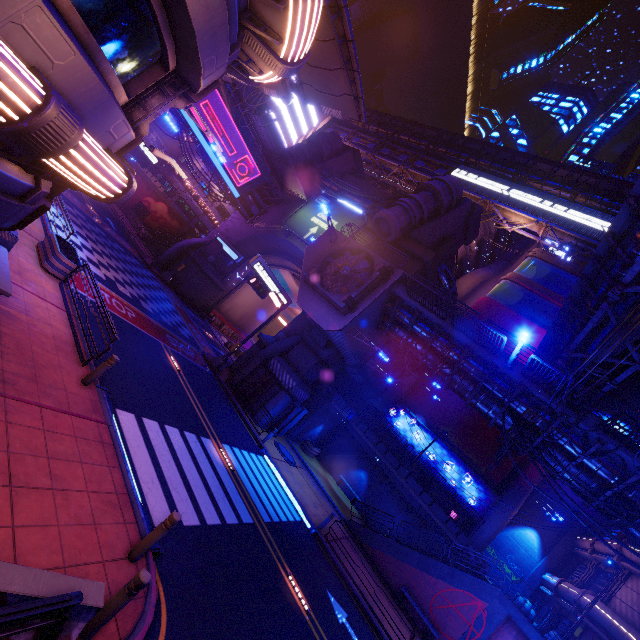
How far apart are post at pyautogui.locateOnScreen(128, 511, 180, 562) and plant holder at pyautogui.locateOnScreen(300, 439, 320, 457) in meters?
20.6 m

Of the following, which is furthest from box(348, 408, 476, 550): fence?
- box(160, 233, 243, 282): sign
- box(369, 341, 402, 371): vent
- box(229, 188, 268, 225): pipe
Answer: box(229, 188, 268, 225): pipe

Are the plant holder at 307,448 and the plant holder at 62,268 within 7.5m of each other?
no

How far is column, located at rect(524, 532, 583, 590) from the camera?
30.06m

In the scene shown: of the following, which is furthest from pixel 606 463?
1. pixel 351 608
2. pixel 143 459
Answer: pixel 143 459

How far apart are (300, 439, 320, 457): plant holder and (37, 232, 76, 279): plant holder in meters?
19.7

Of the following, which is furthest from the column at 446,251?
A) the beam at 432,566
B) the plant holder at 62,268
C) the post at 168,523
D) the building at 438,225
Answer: the post at 168,523

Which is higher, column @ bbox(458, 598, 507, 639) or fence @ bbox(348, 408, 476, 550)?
fence @ bbox(348, 408, 476, 550)
